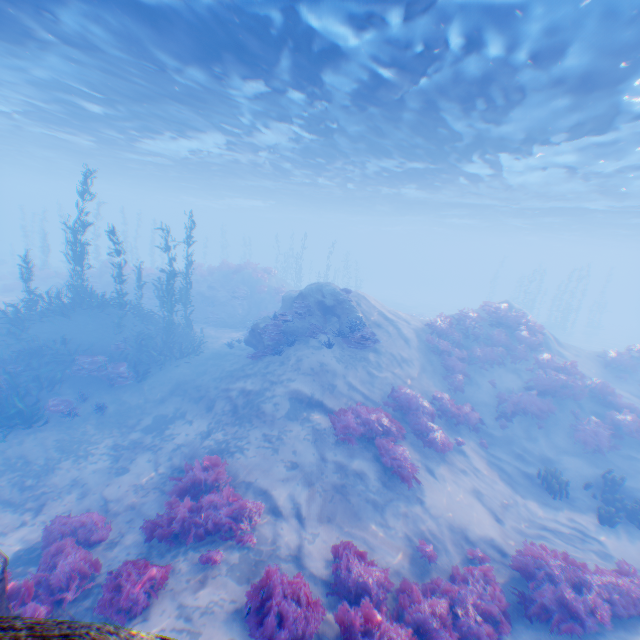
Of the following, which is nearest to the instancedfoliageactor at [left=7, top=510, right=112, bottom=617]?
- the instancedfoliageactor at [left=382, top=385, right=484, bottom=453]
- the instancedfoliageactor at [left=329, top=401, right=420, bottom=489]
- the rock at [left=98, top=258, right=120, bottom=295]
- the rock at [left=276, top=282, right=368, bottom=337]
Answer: the rock at [left=276, top=282, right=368, bottom=337]

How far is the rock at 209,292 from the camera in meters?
24.2

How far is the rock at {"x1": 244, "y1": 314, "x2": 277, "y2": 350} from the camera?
15.0 meters

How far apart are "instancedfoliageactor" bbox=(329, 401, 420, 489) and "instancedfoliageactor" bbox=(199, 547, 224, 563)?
4.4 meters

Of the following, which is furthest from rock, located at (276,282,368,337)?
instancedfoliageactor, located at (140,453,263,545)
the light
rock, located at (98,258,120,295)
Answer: rock, located at (98,258,120,295)

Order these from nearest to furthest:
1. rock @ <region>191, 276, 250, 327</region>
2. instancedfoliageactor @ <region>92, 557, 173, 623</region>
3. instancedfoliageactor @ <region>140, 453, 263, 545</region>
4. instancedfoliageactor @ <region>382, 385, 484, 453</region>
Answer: instancedfoliageactor @ <region>92, 557, 173, 623</region>
instancedfoliageactor @ <region>140, 453, 263, 545</region>
instancedfoliageactor @ <region>382, 385, 484, 453</region>
rock @ <region>191, 276, 250, 327</region>

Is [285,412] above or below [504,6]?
below

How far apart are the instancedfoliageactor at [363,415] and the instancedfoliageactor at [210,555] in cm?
444
